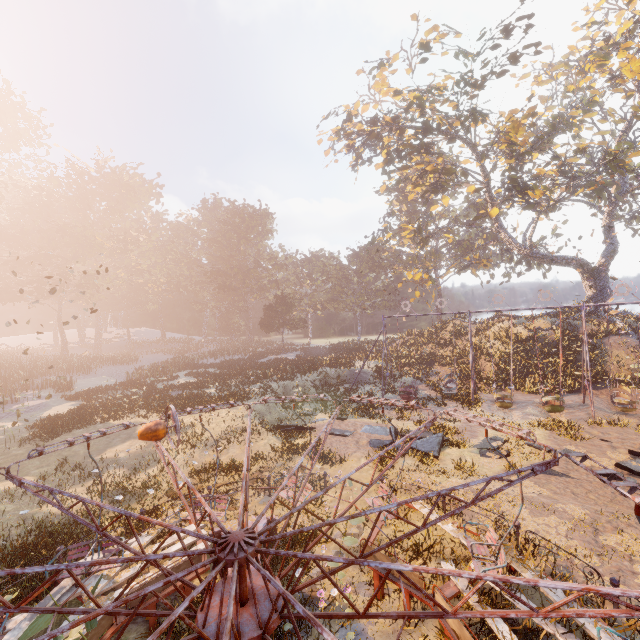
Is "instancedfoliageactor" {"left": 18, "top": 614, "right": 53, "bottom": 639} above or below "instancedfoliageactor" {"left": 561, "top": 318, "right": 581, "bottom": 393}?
below

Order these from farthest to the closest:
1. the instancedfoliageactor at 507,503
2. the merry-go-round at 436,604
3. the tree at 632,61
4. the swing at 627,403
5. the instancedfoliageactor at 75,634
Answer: the tree at 632,61 < the swing at 627,403 < the instancedfoliageactor at 507,503 < the instancedfoliageactor at 75,634 < the merry-go-round at 436,604

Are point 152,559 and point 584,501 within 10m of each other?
no

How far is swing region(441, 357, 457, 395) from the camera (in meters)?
22.80

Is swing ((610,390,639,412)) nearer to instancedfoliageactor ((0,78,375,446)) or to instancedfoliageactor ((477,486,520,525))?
instancedfoliageactor ((477,486,520,525))

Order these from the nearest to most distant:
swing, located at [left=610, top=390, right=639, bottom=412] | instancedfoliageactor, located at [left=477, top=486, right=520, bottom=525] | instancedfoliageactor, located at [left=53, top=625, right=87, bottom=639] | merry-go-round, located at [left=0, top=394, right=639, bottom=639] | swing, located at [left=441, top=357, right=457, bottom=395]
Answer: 1. merry-go-round, located at [left=0, top=394, right=639, bottom=639]
2. instancedfoliageactor, located at [left=53, top=625, right=87, bottom=639]
3. instancedfoliageactor, located at [left=477, top=486, right=520, bottom=525]
4. swing, located at [left=610, top=390, right=639, bottom=412]
5. swing, located at [left=441, top=357, right=457, bottom=395]

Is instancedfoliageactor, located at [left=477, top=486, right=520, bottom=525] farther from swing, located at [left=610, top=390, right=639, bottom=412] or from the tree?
the tree

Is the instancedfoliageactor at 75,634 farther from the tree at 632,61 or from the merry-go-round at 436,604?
the tree at 632,61
